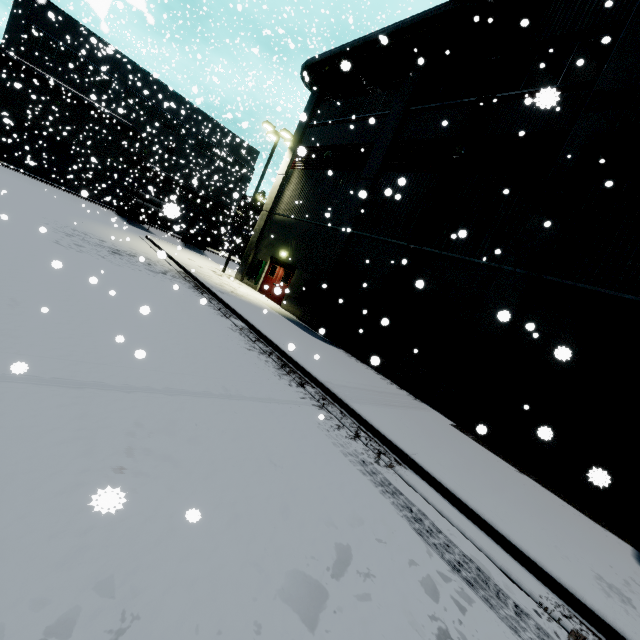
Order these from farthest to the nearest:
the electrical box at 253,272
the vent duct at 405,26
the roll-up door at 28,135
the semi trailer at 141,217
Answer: the roll-up door at 28,135 → the semi trailer at 141,217 → the electrical box at 253,272 → the vent duct at 405,26

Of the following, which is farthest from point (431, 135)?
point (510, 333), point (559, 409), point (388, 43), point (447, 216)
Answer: point (559, 409)

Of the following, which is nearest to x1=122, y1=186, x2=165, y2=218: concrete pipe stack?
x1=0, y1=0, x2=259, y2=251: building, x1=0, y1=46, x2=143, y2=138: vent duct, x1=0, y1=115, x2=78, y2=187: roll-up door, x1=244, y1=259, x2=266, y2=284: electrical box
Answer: x1=0, y1=115, x2=78, y2=187: roll-up door

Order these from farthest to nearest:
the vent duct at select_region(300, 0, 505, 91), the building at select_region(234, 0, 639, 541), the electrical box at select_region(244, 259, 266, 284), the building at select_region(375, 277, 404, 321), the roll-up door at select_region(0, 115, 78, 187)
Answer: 1. the roll-up door at select_region(0, 115, 78, 187)
2. the electrical box at select_region(244, 259, 266, 284)
3. the building at select_region(375, 277, 404, 321)
4. the vent duct at select_region(300, 0, 505, 91)
5. the building at select_region(234, 0, 639, 541)

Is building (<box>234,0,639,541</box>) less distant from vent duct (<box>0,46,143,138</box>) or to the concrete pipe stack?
vent duct (<box>0,46,143,138</box>)

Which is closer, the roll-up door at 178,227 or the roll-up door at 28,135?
the roll-up door at 178,227

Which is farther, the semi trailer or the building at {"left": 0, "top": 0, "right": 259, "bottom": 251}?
the semi trailer

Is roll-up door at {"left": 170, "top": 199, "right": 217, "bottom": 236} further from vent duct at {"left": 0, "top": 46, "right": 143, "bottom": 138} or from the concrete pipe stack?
the concrete pipe stack
